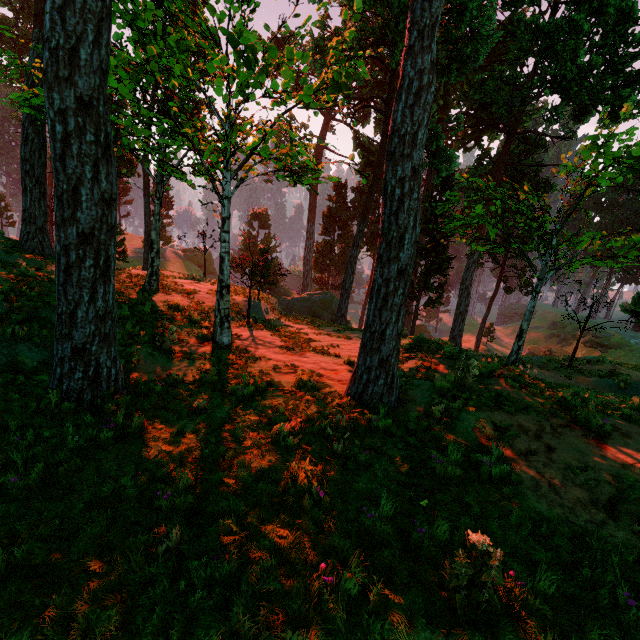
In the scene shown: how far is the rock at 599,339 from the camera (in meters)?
48.78

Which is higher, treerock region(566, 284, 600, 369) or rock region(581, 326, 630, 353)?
treerock region(566, 284, 600, 369)

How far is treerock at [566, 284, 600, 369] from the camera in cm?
1981

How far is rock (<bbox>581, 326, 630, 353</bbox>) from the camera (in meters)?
48.78

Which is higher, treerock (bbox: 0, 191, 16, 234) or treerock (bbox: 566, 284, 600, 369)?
treerock (bbox: 0, 191, 16, 234)

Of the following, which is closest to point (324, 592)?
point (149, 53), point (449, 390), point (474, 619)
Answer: point (474, 619)
